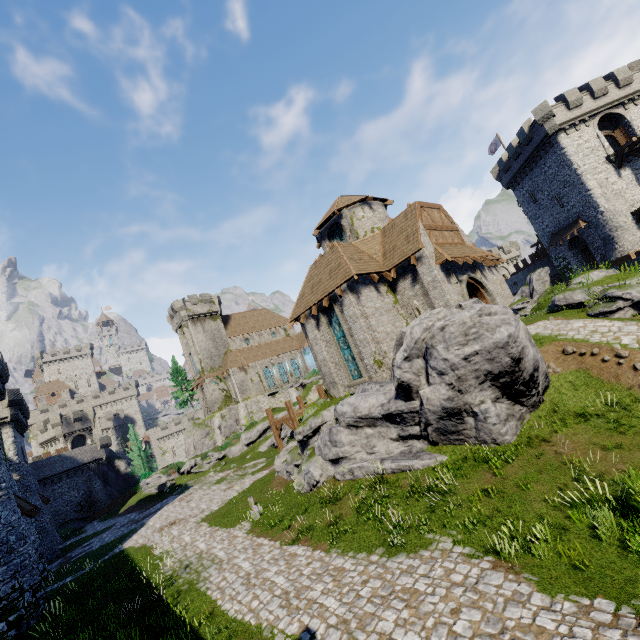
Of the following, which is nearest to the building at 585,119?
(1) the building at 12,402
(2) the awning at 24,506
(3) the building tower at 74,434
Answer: (1) the building at 12,402

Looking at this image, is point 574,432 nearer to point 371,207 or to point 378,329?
point 378,329

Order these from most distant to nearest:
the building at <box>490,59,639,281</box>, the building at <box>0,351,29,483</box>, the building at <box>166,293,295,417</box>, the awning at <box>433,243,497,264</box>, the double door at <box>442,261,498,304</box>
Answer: the building at <box>166,293,295,417</box>, the building at <box>490,59,639,281</box>, the building at <box>0,351,29,483</box>, the double door at <box>442,261,498,304</box>, the awning at <box>433,243,497,264</box>

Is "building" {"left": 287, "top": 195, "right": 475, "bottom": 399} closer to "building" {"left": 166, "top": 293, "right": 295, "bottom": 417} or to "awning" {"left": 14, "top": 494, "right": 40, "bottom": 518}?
"building" {"left": 166, "top": 293, "right": 295, "bottom": 417}

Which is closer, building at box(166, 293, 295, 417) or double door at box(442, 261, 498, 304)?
double door at box(442, 261, 498, 304)

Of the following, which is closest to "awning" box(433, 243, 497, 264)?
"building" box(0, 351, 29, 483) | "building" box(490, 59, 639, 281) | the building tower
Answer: "building" box(490, 59, 639, 281)

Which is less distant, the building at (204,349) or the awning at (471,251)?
the awning at (471,251)

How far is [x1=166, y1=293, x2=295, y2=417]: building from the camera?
53.1 meters
